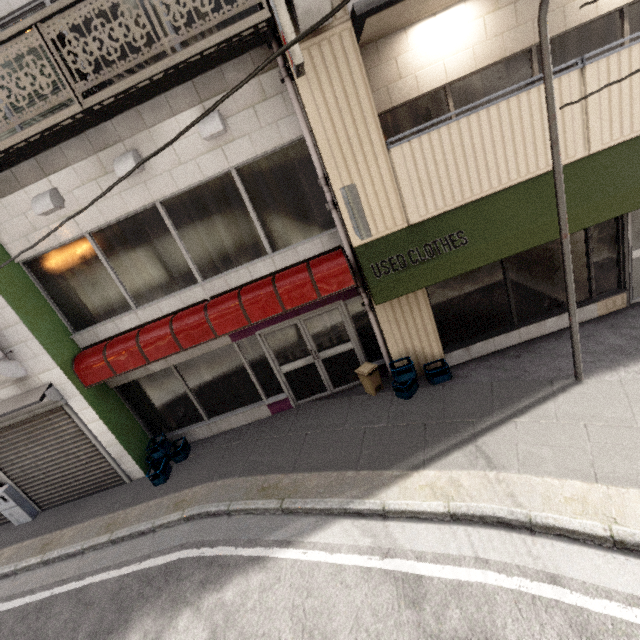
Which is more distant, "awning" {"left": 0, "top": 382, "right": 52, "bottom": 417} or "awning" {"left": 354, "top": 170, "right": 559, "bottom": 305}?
"awning" {"left": 0, "top": 382, "right": 52, "bottom": 417}

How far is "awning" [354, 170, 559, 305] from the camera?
5.18m

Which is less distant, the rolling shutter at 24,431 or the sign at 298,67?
the sign at 298,67

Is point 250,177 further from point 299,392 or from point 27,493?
point 27,493

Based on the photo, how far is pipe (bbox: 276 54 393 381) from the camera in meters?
4.8 m

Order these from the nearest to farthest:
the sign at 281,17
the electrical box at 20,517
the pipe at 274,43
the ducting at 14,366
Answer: the sign at 281,17 → the pipe at 274,43 → the ducting at 14,366 → the electrical box at 20,517

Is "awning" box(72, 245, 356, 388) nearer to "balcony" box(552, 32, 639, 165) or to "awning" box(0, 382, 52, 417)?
"awning" box(0, 382, 52, 417)

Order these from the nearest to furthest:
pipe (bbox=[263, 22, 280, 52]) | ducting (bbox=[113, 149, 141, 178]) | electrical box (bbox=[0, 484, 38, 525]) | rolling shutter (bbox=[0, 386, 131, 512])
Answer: pipe (bbox=[263, 22, 280, 52]), ducting (bbox=[113, 149, 141, 178]), rolling shutter (bbox=[0, 386, 131, 512]), electrical box (bbox=[0, 484, 38, 525])
